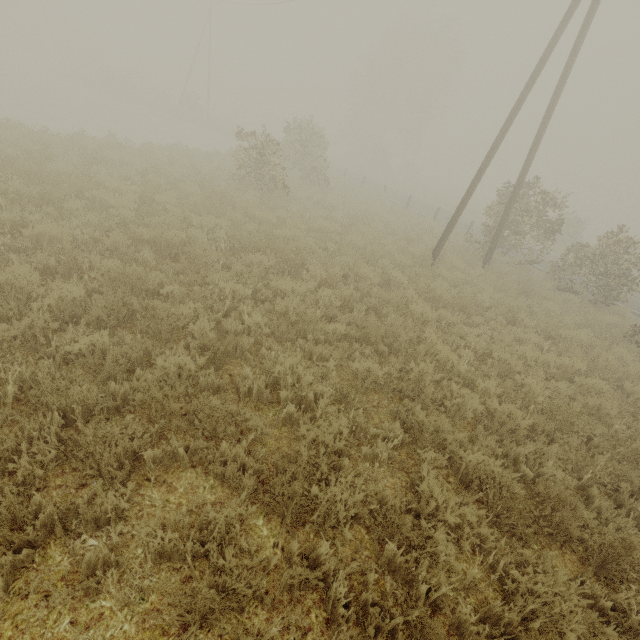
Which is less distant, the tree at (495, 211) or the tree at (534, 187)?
the tree at (534, 187)

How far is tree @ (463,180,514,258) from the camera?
13.75m

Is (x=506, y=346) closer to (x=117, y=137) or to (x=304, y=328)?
(x=304, y=328)

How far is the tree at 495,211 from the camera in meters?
13.8

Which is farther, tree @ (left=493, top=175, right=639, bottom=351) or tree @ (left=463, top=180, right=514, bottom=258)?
tree @ (left=463, top=180, right=514, bottom=258)
